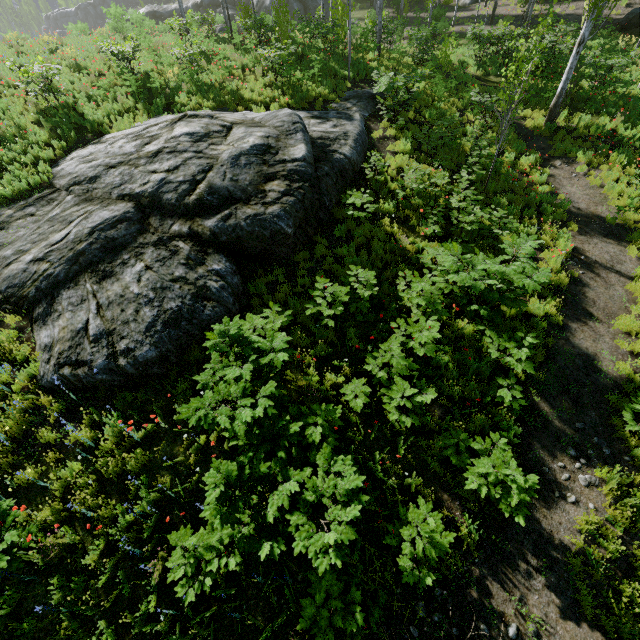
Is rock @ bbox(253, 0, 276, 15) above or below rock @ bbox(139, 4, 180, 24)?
below

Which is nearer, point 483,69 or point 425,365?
point 425,365

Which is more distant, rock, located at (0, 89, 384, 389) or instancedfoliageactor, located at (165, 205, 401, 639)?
rock, located at (0, 89, 384, 389)

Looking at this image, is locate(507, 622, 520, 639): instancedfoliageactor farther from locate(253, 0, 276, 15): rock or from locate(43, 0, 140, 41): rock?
locate(43, 0, 140, 41): rock

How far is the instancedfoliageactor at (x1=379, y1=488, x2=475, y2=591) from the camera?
4.5 meters

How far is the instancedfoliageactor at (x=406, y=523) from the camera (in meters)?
4.54

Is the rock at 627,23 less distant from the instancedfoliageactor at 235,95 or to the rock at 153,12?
the instancedfoliageactor at 235,95
